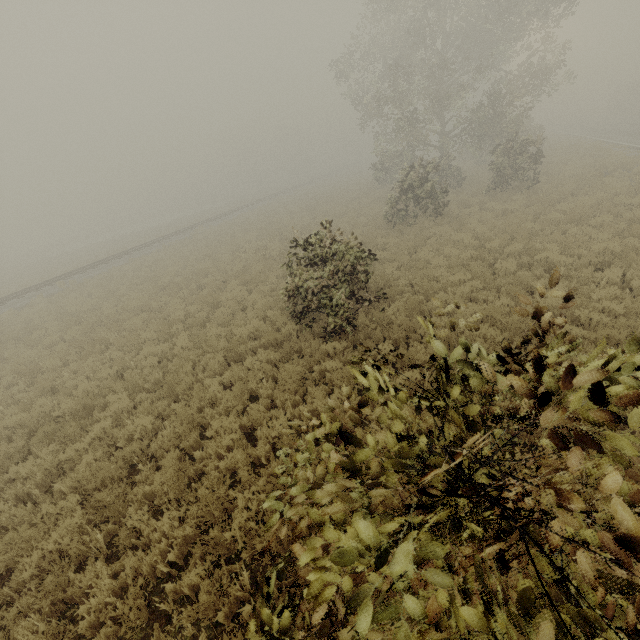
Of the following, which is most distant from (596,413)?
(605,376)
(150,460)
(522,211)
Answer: (522,211)

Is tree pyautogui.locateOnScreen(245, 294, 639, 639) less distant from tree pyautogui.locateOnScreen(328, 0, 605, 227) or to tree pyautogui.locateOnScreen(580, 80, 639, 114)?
tree pyautogui.locateOnScreen(328, 0, 605, 227)

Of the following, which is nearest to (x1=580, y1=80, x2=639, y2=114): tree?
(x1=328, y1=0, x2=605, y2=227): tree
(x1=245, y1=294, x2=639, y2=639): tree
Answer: (x1=328, y1=0, x2=605, y2=227): tree

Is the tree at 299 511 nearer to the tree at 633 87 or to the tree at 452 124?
the tree at 452 124

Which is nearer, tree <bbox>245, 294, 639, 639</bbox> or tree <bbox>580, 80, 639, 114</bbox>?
tree <bbox>245, 294, 639, 639</bbox>

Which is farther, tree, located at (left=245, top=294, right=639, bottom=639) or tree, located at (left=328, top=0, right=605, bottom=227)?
tree, located at (left=328, top=0, right=605, bottom=227)

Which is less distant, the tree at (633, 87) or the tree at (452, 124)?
the tree at (452, 124)
